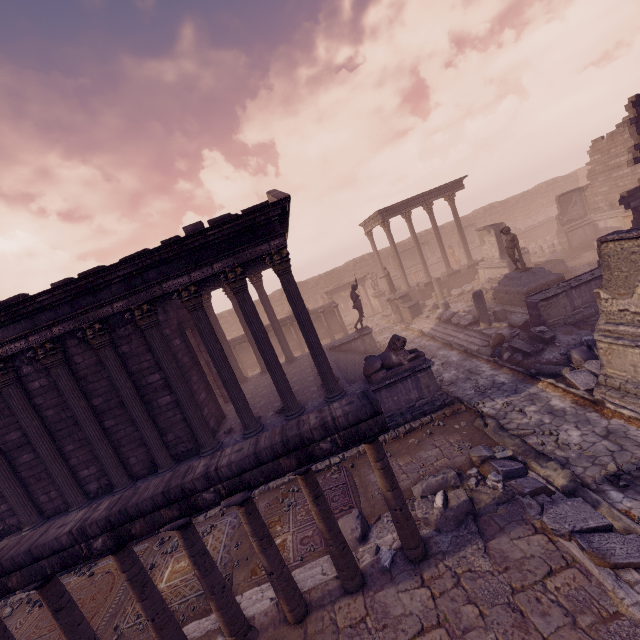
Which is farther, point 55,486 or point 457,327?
point 457,327

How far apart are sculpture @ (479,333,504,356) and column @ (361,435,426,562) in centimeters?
873cm

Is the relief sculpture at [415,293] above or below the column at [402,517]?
above

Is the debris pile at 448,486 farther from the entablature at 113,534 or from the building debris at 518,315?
the building debris at 518,315

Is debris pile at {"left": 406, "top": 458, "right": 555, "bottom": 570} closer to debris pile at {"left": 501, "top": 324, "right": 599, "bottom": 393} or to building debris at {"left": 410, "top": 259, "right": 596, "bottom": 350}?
debris pile at {"left": 501, "top": 324, "right": 599, "bottom": 393}

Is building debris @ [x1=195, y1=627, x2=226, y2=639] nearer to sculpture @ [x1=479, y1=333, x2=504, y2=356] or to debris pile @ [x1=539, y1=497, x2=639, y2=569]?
debris pile @ [x1=539, y1=497, x2=639, y2=569]

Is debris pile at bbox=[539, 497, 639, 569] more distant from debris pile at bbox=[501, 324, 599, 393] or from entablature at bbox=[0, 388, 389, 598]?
debris pile at bbox=[501, 324, 599, 393]

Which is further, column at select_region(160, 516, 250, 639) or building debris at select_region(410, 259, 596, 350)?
building debris at select_region(410, 259, 596, 350)
